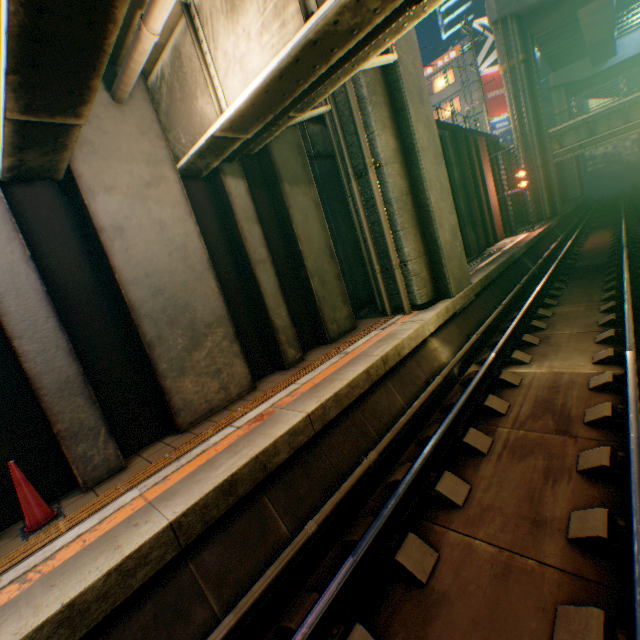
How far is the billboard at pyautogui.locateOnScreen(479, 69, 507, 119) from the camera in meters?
33.0 m

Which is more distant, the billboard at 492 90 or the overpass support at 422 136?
the billboard at 492 90

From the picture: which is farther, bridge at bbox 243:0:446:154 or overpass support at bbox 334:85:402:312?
overpass support at bbox 334:85:402:312

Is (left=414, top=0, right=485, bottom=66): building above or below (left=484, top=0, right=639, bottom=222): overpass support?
above

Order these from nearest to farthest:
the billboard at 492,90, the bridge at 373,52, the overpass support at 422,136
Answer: the bridge at 373,52
the overpass support at 422,136
the billboard at 492,90

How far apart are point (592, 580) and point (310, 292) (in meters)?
6.22

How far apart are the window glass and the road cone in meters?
45.1 m

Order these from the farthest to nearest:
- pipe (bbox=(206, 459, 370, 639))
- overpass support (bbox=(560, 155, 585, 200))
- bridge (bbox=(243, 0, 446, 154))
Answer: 1. overpass support (bbox=(560, 155, 585, 200))
2. bridge (bbox=(243, 0, 446, 154))
3. pipe (bbox=(206, 459, 370, 639))
